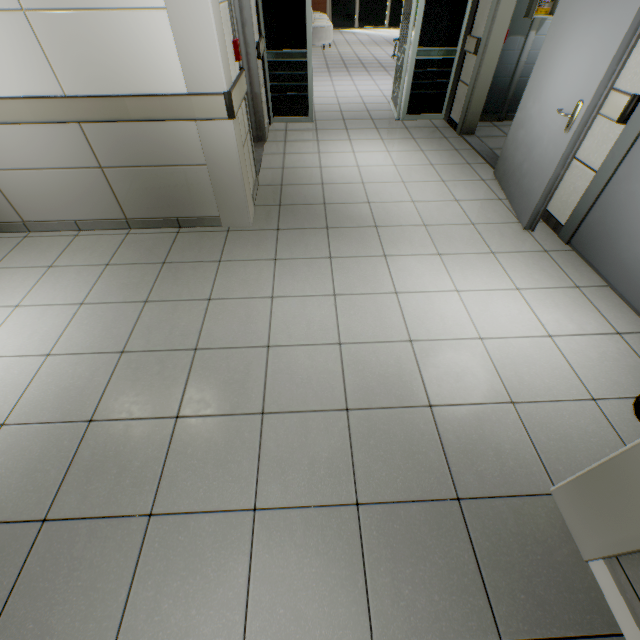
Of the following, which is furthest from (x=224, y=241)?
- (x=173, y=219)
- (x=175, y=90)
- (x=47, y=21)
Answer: (x=47, y=21)

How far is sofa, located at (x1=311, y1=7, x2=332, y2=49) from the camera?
10.17m

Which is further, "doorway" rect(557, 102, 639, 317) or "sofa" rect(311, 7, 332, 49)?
"sofa" rect(311, 7, 332, 49)

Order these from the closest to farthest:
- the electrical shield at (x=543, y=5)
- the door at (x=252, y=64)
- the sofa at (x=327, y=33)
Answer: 1. the door at (x=252, y=64)
2. the electrical shield at (x=543, y=5)
3. the sofa at (x=327, y=33)

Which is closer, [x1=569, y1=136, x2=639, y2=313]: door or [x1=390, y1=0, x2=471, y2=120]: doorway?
[x1=569, y1=136, x2=639, y2=313]: door

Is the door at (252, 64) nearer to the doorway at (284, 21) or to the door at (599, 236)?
the doorway at (284, 21)

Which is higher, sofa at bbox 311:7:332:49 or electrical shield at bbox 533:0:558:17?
electrical shield at bbox 533:0:558:17

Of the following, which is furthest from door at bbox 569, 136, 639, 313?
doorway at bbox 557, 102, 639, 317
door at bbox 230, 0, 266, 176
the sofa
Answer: the sofa
